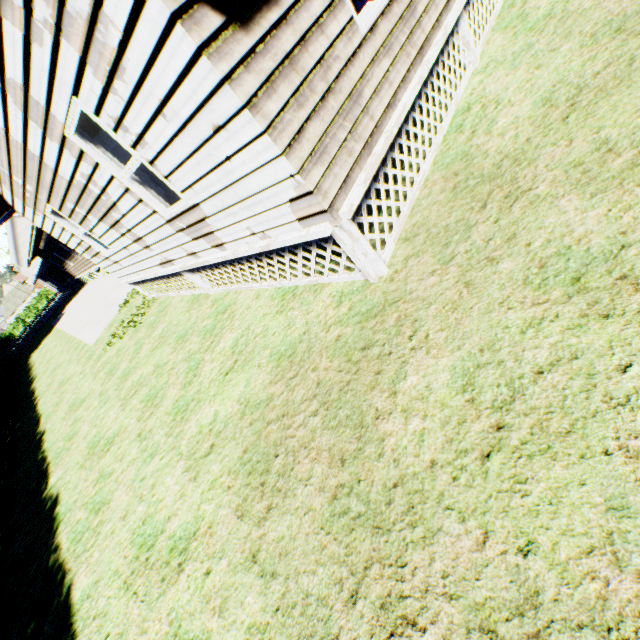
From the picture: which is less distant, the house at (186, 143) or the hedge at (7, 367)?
the house at (186, 143)

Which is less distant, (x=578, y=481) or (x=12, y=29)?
(x=578, y=481)

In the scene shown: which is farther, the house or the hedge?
the hedge
